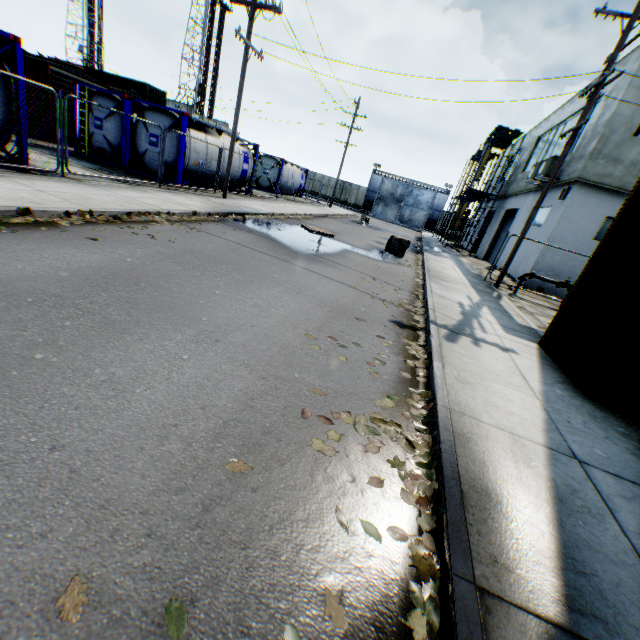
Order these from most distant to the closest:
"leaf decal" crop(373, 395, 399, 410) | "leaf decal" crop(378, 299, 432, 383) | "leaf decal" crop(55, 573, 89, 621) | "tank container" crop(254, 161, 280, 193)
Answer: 1. "tank container" crop(254, 161, 280, 193)
2. "leaf decal" crop(378, 299, 432, 383)
3. "leaf decal" crop(373, 395, 399, 410)
4. "leaf decal" crop(55, 573, 89, 621)

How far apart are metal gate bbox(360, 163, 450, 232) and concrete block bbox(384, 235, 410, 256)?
35.4 meters

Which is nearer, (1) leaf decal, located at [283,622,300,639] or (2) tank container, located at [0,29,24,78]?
(1) leaf decal, located at [283,622,300,639]

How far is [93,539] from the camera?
1.7 meters

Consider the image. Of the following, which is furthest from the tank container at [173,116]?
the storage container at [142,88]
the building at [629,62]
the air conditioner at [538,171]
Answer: the building at [629,62]

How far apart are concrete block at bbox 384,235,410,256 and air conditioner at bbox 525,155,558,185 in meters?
7.3 m

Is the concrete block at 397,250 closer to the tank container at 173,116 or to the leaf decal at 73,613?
the tank container at 173,116

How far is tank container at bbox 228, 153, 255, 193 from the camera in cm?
1827
